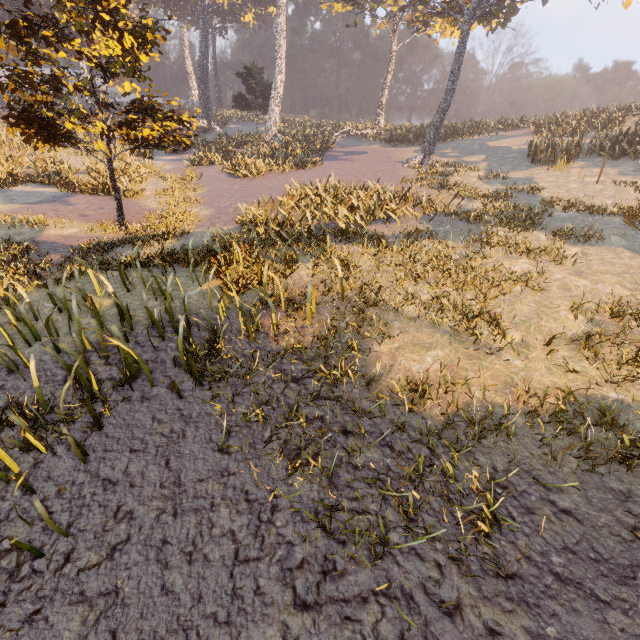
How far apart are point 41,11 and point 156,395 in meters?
49.8 m
